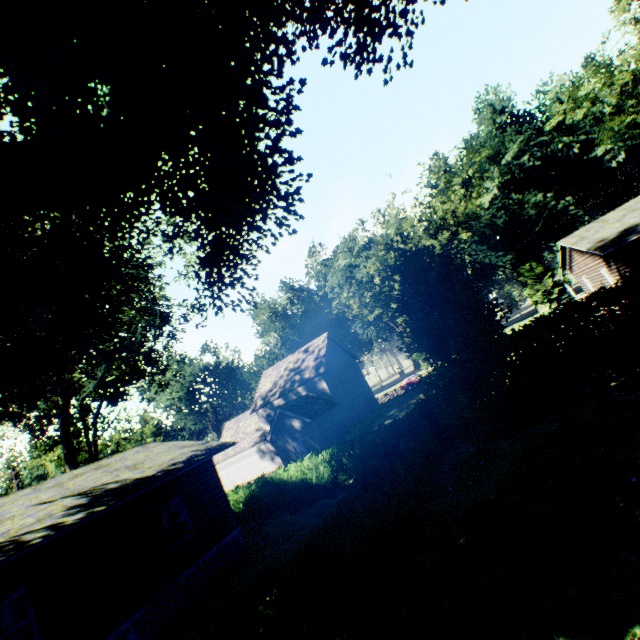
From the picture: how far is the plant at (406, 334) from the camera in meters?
12.2 m

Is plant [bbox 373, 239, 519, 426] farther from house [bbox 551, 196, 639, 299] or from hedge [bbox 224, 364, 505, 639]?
house [bbox 551, 196, 639, 299]

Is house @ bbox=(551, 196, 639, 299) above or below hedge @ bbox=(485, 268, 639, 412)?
above

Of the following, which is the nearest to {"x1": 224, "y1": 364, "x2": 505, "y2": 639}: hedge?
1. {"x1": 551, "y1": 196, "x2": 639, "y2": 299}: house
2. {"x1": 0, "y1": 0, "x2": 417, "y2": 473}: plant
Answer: {"x1": 0, "y1": 0, "x2": 417, "y2": 473}: plant

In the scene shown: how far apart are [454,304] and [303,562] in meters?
10.5 m

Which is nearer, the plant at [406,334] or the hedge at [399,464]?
the hedge at [399,464]

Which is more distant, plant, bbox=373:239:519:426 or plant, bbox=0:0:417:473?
plant, bbox=373:239:519:426

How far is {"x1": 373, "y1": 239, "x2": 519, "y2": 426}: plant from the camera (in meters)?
12.23
